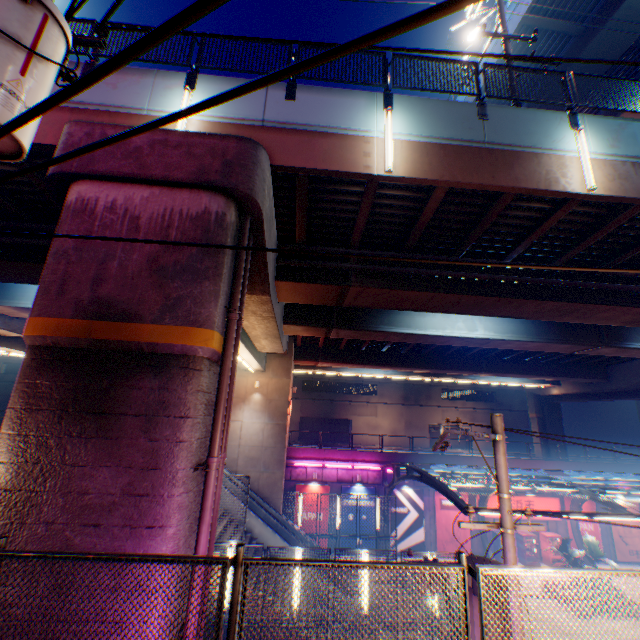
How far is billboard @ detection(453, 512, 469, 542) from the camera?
24.1m

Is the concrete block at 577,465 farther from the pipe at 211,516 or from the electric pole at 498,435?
the pipe at 211,516

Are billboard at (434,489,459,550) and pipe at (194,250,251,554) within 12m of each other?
no

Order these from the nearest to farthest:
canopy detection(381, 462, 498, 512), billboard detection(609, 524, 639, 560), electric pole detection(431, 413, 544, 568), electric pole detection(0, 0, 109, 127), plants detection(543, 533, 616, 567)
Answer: electric pole detection(0, 0, 109, 127) → electric pole detection(431, 413, 544, 568) → canopy detection(381, 462, 498, 512) → plants detection(543, 533, 616, 567) → billboard detection(609, 524, 639, 560)

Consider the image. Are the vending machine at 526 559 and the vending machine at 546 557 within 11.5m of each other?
yes

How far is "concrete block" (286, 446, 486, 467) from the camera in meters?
25.2 m

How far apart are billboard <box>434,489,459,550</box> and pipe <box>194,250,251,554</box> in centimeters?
2402cm

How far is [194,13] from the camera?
1.0m
